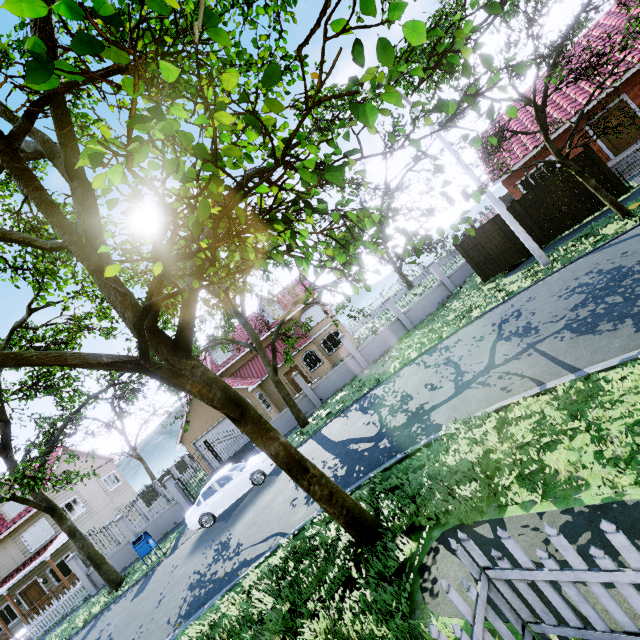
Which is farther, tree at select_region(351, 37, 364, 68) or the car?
the car

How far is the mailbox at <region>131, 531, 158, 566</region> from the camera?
14.7 meters

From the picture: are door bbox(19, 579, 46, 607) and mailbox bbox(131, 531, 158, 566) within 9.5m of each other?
no

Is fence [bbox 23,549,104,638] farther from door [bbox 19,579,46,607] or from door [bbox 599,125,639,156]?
door [bbox 599,125,639,156]

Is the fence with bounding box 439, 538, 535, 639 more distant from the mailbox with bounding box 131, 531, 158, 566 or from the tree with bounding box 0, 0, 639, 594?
the mailbox with bounding box 131, 531, 158, 566

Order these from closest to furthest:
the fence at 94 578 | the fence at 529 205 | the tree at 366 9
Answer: the tree at 366 9 < the fence at 529 205 < the fence at 94 578

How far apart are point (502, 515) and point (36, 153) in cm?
965

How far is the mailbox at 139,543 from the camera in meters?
14.7
